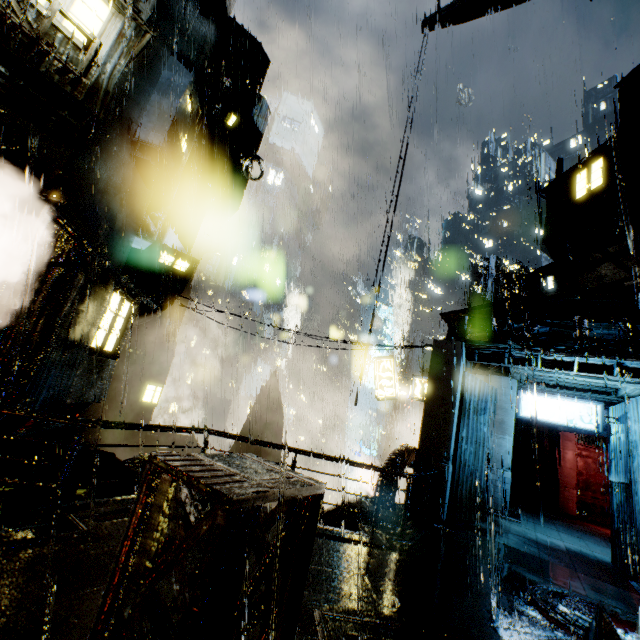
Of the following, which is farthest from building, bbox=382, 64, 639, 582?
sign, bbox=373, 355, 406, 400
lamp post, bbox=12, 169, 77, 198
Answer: sign, bbox=373, 355, 406, 400

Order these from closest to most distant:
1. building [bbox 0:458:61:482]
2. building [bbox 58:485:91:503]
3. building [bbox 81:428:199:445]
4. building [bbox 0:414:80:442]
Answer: building [bbox 58:485:91:503]
building [bbox 0:458:61:482]
building [bbox 0:414:80:442]
building [bbox 81:428:199:445]

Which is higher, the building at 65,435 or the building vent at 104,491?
the building at 65,435

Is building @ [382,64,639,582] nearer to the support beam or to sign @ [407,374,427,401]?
the support beam

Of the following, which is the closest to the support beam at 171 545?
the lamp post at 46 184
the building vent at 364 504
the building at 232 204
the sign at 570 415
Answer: the building at 232 204

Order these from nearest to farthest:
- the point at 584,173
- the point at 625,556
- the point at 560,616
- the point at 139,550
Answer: the point at 139,550 < the point at 560,616 < the point at 625,556 < the point at 584,173

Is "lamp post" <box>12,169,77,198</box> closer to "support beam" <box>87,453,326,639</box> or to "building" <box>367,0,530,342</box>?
"building" <box>367,0,530,342</box>
